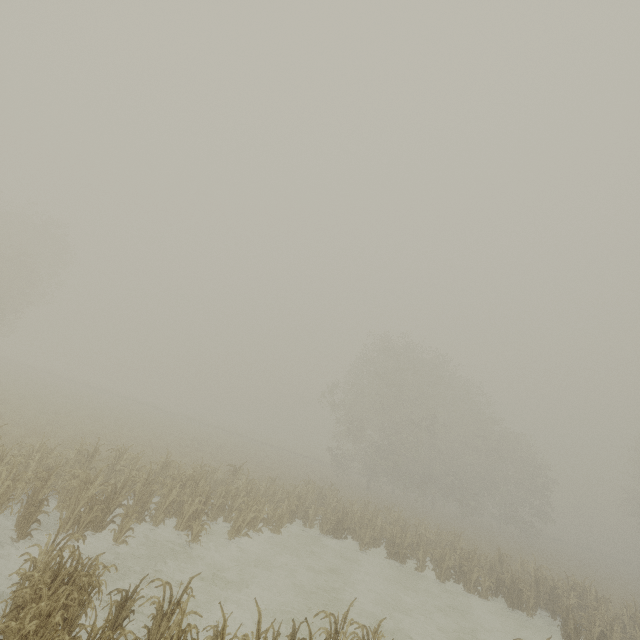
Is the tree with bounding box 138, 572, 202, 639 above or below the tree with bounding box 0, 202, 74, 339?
below

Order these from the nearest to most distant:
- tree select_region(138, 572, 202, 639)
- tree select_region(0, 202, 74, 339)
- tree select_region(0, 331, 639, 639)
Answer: tree select_region(138, 572, 202, 639)
tree select_region(0, 331, 639, 639)
tree select_region(0, 202, 74, 339)

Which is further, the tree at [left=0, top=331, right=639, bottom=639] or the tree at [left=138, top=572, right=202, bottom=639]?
A: the tree at [left=0, top=331, right=639, bottom=639]

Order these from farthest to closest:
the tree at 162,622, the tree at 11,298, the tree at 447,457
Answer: the tree at 11,298 < the tree at 447,457 < the tree at 162,622

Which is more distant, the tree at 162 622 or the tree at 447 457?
the tree at 447 457

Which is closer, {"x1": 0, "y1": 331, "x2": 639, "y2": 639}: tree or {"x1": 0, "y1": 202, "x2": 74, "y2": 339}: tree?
{"x1": 0, "y1": 331, "x2": 639, "y2": 639}: tree

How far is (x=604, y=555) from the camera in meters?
50.5
